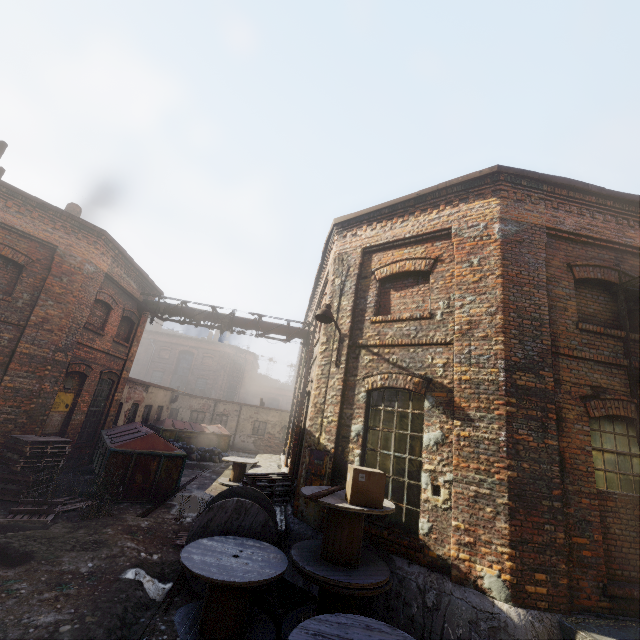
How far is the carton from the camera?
4.75m

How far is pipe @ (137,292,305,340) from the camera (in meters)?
14.48

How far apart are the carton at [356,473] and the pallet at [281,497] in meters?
3.5 m

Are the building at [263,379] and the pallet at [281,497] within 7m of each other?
no

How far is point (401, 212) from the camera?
7.88m

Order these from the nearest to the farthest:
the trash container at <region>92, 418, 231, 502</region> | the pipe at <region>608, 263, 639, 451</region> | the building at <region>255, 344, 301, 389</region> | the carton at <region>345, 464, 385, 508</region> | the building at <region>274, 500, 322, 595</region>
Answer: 1. the carton at <region>345, 464, 385, 508</region>
2. the pipe at <region>608, 263, 639, 451</region>
3. the building at <region>274, 500, 322, 595</region>
4. the trash container at <region>92, 418, 231, 502</region>
5. the building at <region>255, 344, 301, 389</region>

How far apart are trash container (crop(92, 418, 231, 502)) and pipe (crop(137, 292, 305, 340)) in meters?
4.4

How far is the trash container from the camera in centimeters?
930cm
